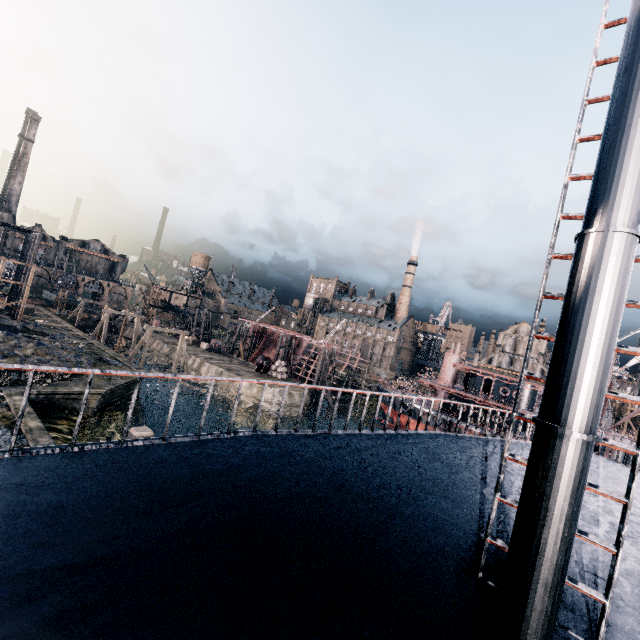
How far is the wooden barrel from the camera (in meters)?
48.03

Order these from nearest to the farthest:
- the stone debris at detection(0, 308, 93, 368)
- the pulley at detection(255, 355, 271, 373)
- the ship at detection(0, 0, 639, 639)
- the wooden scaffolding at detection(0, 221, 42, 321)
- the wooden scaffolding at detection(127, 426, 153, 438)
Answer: the ship at detection(0, 0, 639, 639) < the wooden scaffolding at detection(127, 426, 153, 438) < the stone debris at detection(0, 308, 93, 368) < the wooden scaffolding at detection(0, 221, 42, 321) < the pulley at detection(255, 355, 271, 373)

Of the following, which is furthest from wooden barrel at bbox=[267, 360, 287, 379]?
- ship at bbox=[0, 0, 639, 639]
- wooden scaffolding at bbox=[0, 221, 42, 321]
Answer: ship at bbox=[0, 0, 639, 639]

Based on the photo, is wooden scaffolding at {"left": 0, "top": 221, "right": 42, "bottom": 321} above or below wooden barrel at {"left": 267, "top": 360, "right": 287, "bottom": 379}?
above

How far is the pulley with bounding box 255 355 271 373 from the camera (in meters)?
49.59

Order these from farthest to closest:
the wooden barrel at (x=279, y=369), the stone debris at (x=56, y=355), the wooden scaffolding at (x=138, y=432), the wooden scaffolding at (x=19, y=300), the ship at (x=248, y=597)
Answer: the wooden barrel at (x=279, y=369) < the wooden scaffolding at (x=19, y=300) < the stone debris at (x=56, y=355) < the wooden scaffolding at (x=138, y=432) < the ship at (x=248, y=597)

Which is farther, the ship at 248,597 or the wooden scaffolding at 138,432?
the wooden scaffolding at 138,432

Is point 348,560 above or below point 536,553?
below
